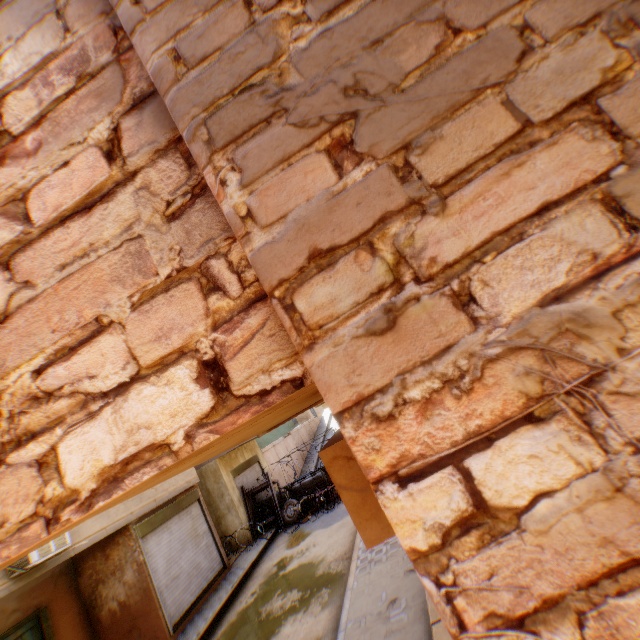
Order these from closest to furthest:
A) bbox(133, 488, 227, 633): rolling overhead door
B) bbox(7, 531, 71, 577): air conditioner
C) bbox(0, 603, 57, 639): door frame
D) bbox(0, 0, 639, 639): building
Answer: bbox(0, 0, 639, 639): building → bbox(7, 531, 71, 577): air conditioner → bbox(0, 603, 57, 639): door frame → bbox(133, 488, 227, 633): rolling overhead door

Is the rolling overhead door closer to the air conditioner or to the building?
the building

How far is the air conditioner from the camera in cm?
674

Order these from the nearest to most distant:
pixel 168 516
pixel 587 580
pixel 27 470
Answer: pixel 587 580, pixel 27 470, pixel 168 516

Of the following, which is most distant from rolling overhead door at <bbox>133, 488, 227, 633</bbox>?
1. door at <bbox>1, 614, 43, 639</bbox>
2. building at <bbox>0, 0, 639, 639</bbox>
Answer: door at <bbox>1, 614, 43, 639</bbox>

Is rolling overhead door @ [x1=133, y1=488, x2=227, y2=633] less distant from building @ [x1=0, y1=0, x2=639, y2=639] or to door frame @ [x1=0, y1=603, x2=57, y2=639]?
building @ [x1=0, y1=0, x2=639, y2=639]

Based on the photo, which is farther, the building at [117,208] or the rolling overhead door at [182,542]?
the rolling overhead door at [182,542]

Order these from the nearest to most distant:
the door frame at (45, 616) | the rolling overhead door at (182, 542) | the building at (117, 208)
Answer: the building at (117, 208) → the door frame at (45, 616) → the rolling overhead door at (182, 542)
